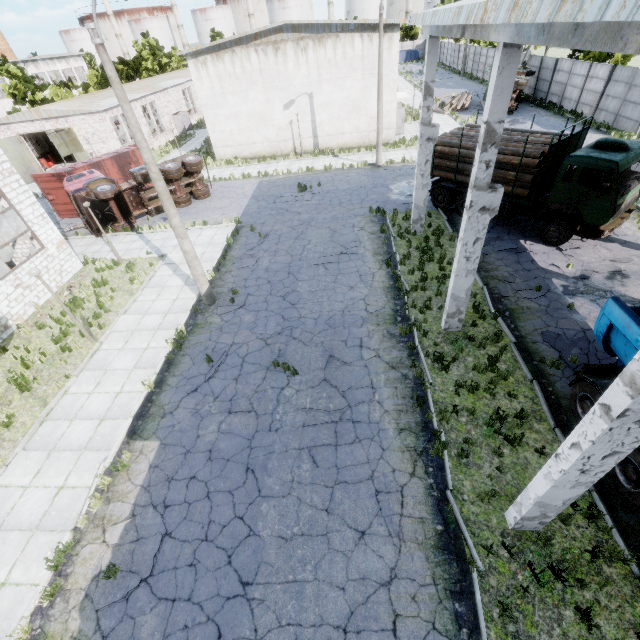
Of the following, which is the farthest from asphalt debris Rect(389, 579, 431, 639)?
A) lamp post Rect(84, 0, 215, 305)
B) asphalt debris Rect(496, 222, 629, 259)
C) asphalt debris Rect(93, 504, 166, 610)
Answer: asphalt debris Rect(496, 222, 629, 259)

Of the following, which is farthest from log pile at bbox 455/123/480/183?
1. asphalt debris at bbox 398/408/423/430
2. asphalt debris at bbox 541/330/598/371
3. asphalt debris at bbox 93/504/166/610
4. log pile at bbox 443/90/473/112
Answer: log pile at bbox 443/90/473/112

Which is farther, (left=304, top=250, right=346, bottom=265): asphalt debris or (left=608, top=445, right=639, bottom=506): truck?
(left=304, top=250, right=346, bottom=265): asphalt debris

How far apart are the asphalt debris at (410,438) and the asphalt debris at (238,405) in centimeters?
421cm

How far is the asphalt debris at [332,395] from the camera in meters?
9.1

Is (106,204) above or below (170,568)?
above

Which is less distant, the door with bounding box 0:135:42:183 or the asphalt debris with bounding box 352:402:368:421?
the asphalt debris with bounding box 352:402:368:421

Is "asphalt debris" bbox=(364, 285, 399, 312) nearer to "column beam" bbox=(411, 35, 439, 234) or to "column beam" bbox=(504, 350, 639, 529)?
"column beam" bbox=(411, 35, 439, 234)
